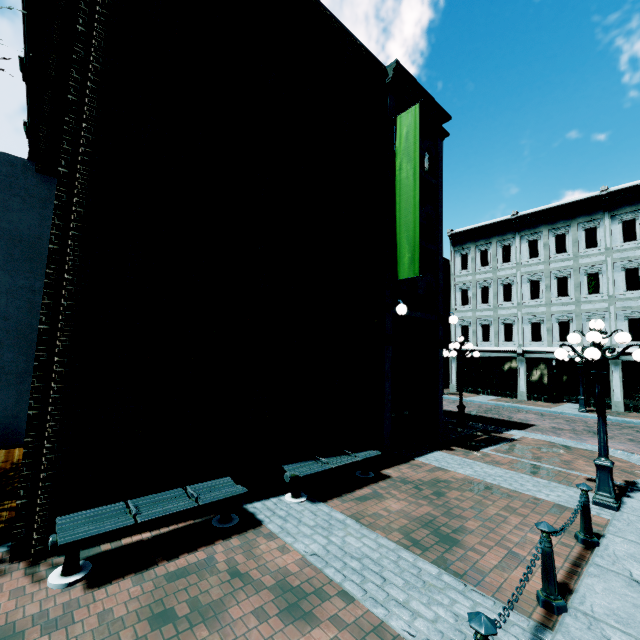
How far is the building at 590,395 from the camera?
19.9 meters

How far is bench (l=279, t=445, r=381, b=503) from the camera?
6.0 meters

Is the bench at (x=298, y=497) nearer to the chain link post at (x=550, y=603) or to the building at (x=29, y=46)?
the building at (x=29, y=46)

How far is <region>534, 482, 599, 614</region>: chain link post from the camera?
3.62m

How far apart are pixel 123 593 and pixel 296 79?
9.78m

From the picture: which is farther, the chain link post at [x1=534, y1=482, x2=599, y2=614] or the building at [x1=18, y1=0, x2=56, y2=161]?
the building at [x1=18, y1=0, x2=56, y2=161]

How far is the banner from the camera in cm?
889

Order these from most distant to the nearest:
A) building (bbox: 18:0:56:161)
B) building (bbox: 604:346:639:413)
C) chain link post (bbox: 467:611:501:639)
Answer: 1. building (bbox: 604:346:639:413)
2. building (bbox: 18:0:56:161)
3. chain link post (bbox: 467:611:501:639)
